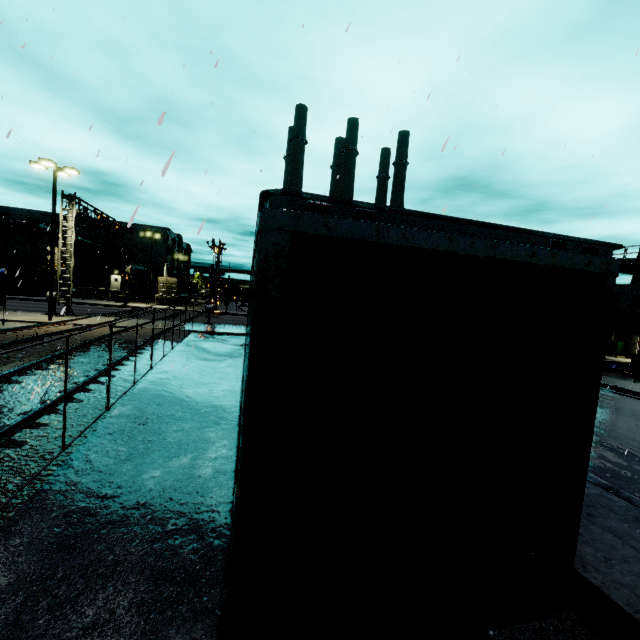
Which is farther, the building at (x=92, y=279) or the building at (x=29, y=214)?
the building at (x=92, y=279)

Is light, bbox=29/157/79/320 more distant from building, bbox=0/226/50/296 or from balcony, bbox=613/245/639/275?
balcony, bbox=613/245/639/275

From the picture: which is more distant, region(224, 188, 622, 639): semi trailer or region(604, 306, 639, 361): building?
region(604, 306, 639, 361): building

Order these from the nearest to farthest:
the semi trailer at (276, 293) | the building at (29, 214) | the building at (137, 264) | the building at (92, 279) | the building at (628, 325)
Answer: the semi trailer at (276, 293) < the building at (628, 325) < the building at (29, 214) < the building at (92, 279) < the building at (137, 264)

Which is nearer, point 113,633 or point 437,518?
point 437,518

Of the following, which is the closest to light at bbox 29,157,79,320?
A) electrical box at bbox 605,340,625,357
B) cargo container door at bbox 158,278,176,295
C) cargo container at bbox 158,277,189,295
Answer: cargo container at bbox 158,277,189,295

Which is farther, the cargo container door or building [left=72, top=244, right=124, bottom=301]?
building [left=72, top=244, right=124, bottom=301]

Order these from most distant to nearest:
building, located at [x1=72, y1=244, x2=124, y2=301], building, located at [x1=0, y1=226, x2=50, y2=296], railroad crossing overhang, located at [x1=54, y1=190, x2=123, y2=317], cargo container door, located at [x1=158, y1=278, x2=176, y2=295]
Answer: building, located at [x1=72, y1=244, x2=124, y2=301] < cargo container door, located at [x1=158, y1=278, x2=176, y2=295] < building, located at [x1=0, y1=226, x2=50, y2=296] < railroad crossing overhang, located at [x1=54, y1=190, x2=123, y2=317]
